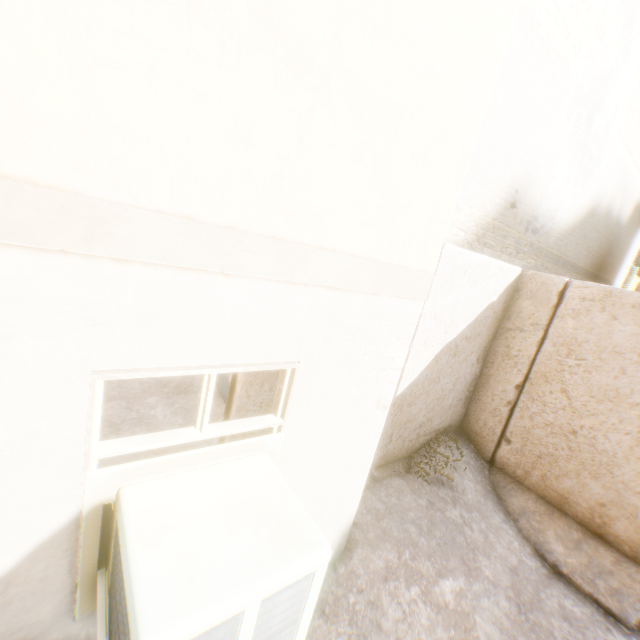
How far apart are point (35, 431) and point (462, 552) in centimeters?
413cm
